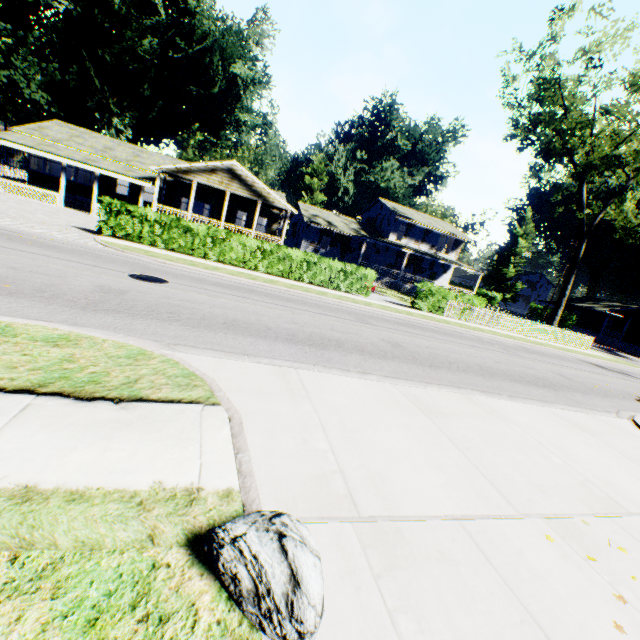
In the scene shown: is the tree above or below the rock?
above

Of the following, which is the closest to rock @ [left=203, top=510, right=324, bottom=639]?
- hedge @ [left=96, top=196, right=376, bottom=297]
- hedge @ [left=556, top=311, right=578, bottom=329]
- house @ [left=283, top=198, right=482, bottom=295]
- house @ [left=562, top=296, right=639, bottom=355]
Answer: hedge @ [left=96, top=196, right=376, bottom=297]

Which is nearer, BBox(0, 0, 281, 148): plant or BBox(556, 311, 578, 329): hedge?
BBox(0, 0, 281, 148): plant

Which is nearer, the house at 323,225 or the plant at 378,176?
the house at 323,225

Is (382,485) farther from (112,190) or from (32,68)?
(32,68)

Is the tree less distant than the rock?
No

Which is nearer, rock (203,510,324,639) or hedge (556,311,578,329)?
rock (203,510,324,639)

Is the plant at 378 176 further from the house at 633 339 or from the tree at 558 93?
the tree at 558 93
